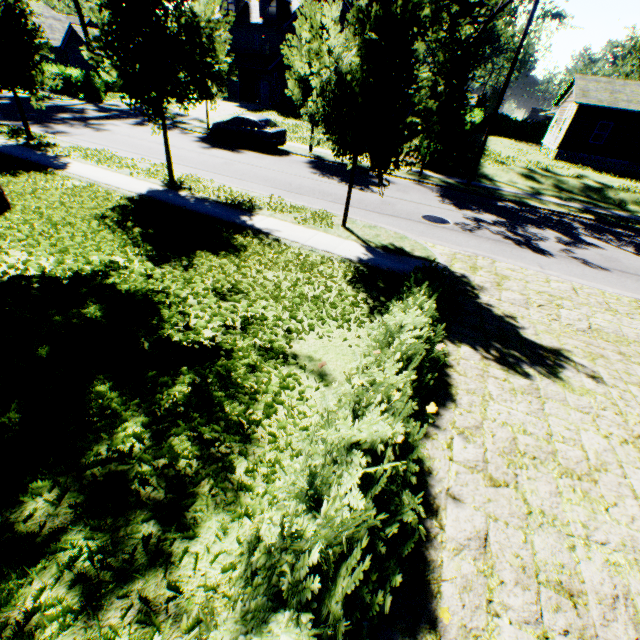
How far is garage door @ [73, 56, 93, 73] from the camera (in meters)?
38.22

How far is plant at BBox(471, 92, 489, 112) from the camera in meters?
52.7 m

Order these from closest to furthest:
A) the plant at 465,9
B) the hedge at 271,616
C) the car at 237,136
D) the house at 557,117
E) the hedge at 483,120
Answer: the hedge at 271,616, the car at 237,136, the hedge at 483,120, the house at 557,117, the plant at 465,9

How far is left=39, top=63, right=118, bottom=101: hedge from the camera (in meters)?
27.38

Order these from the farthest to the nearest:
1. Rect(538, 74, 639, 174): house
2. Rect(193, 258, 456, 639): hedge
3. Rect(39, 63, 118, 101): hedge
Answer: Rect(39, 63, 118, 101): hedge
Rect(538, 74, 639, 174): house
Rect(193, 258, 456, 639): hedge

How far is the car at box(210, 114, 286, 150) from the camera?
18.7 meters

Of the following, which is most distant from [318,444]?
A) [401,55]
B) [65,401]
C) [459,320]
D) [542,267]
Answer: [542,267]

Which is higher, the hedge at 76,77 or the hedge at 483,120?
the hedge at 483,120
